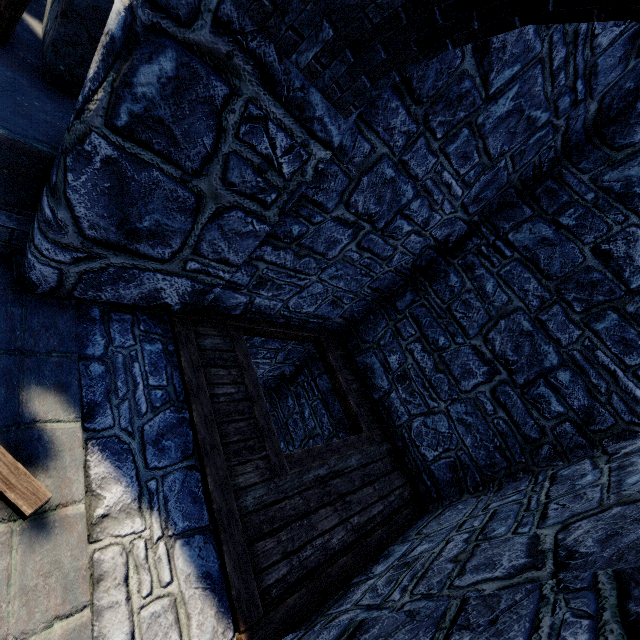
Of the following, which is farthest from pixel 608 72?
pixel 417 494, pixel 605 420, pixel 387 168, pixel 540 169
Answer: pixel 417 494
